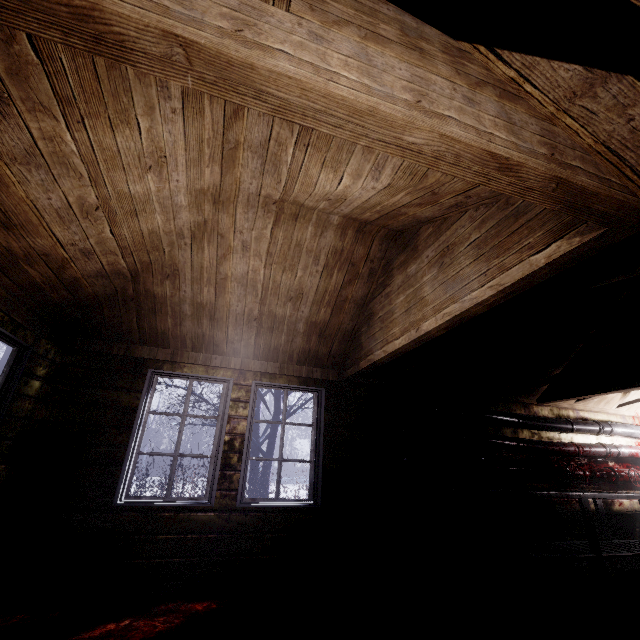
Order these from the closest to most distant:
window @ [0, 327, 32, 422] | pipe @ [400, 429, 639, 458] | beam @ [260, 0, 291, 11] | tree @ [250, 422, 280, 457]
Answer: beam @ [260, 0, 291, 11]
window @ [0, 327, 32, 422]
pipe @ [400, 429, 639, 458]
tree @ [250, 422, 280, 457]

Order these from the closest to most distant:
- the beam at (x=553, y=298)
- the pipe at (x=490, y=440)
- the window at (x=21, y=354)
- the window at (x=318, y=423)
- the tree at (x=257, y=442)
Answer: the beam at (x=553, y=298), the window at (x=21, y=354), the window at (x=318, y=423), the pipe at (x=490, y=440), the tree at (x=257, y=442)

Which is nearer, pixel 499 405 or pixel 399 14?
pixel 399 14

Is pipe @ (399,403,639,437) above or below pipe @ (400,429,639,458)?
above

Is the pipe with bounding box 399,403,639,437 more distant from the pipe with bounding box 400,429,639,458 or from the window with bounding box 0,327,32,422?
the window with bounding box 0,327,32,422

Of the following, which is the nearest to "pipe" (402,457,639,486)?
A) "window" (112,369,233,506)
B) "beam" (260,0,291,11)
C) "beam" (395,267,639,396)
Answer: "beam" (395,267,639,396)

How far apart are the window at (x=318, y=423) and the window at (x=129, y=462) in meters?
0.2

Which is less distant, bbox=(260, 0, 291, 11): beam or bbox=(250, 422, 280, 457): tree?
bbox=(260, 0, 291, 11): beam
